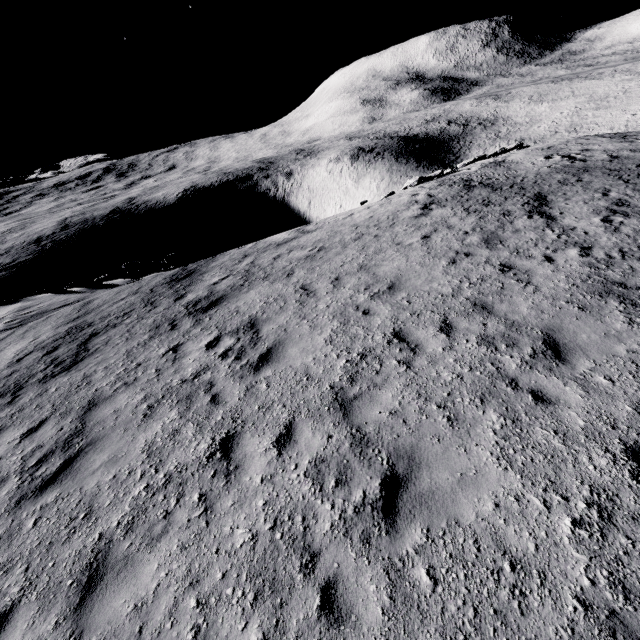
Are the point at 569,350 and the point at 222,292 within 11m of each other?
yes

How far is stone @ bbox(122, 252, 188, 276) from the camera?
17.6 meters

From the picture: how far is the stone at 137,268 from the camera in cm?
1763
